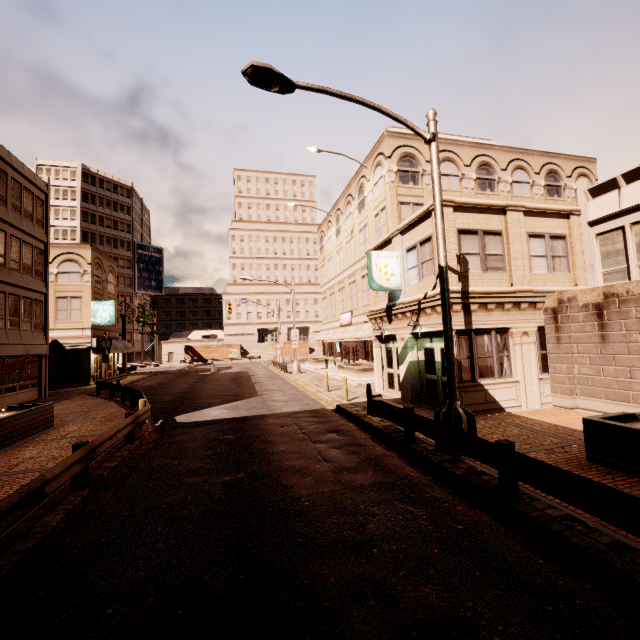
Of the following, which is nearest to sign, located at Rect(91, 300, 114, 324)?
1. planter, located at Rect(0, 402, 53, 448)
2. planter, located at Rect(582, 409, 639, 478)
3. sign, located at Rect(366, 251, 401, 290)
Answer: planter, located at Rect(0, 402, 53, 448)

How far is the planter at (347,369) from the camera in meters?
23.2

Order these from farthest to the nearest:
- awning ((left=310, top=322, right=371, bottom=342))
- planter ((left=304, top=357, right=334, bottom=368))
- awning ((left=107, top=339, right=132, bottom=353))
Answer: planter ((left=304, top=357, right=334, bottom=368)), awning ((left=107, top=339, right=132, bottom=353)), awning ((left=310, top=322, right=371, bottom=342))

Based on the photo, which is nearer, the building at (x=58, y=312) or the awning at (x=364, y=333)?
the building at (x=58, y=312)

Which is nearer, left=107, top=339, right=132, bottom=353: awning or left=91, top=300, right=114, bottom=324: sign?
left=91, top=300, right=114, bottom=324: sign

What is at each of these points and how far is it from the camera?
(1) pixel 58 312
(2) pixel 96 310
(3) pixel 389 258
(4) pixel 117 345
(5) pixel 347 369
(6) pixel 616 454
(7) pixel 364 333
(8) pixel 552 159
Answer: (1) building, 29.83m
(2) sign, 30.62m
(3) sign, 14.98m
(4) awning, 33.03m
(5) planter, 25.33m
(6) planter, 6.73m
(7) awning, 25.78m
(8) building, 27.98m

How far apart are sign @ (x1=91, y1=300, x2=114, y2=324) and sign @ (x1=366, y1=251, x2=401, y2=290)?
27.3m

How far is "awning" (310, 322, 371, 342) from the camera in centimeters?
2542cm
